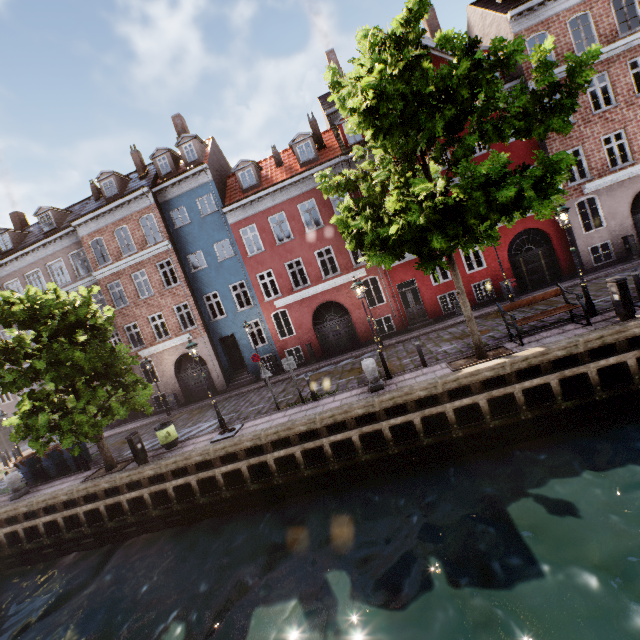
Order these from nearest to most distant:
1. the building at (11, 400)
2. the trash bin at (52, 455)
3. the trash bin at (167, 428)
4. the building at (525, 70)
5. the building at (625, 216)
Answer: the trash bin at (167, 428) → the trash bin at (52, 455) → the building at (625, 216) → the building at (525, 70) → the building at (11, 400)

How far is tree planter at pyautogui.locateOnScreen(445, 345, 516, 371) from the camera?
10.0m

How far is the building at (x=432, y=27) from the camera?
17.4 meters

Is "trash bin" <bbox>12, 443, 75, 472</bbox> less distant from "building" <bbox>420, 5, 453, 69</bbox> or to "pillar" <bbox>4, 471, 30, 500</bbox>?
"pillar" <bbox>4, 471, 30, 500</bbox>

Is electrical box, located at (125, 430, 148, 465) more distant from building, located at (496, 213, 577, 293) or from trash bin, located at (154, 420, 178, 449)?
building, located at (496, 213, 577, 293)

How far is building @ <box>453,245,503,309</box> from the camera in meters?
18.4 m

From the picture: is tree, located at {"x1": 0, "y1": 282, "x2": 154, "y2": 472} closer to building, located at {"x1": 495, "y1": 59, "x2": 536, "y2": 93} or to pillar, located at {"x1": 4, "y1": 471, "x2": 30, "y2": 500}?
pillar, located at {"x1": 4, "y1": 471, "x2": 30, "y2": 500}

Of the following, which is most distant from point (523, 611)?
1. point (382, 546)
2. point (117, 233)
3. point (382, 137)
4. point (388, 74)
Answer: point (117, 233)
